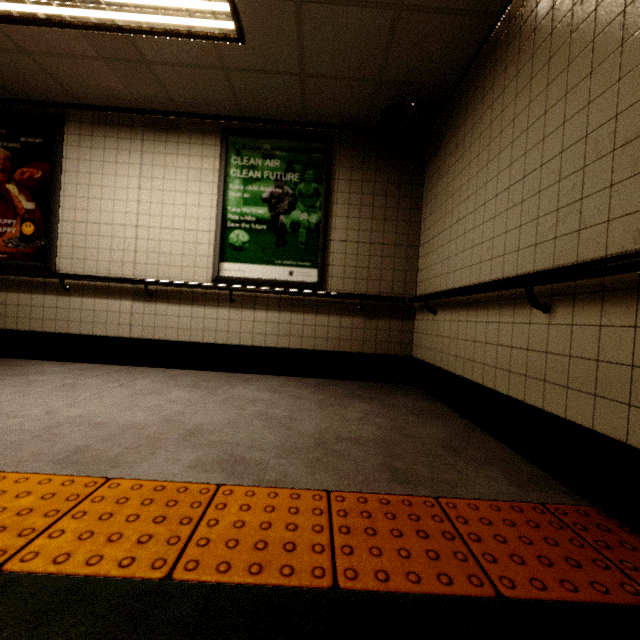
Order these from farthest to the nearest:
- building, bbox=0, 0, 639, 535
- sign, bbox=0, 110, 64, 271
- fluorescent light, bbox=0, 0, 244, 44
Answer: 1. sign, bbox=0, 110, 64, 271
2. fluorescent light, bbox=0, 0, 244, 44
3. building, bbox=0, 0, 639, 535

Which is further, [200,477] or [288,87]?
[288,87]

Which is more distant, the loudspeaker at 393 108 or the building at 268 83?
the loudspeaker at 393 108

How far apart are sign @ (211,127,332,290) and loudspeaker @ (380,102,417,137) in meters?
0.7 m

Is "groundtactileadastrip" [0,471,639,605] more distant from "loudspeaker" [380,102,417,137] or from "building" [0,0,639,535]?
"loudspeaker" [380,102,417,137]

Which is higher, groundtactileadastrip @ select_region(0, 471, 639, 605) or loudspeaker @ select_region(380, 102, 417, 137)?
loudspeaker @ select_region(380, 102, 417, 137)

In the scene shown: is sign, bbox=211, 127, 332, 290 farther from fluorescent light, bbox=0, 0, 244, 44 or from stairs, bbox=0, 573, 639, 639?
stairs, bbox=0, 573, 639, 639

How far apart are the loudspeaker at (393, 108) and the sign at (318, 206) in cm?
69
